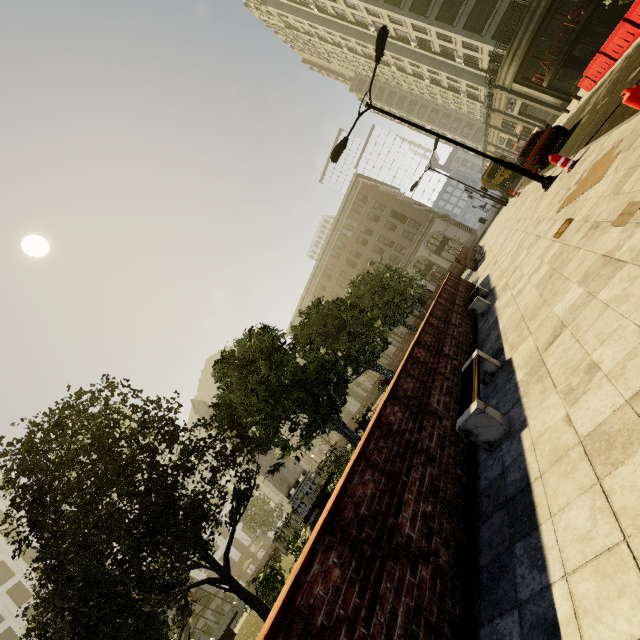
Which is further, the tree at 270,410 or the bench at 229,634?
the bench at 229,634

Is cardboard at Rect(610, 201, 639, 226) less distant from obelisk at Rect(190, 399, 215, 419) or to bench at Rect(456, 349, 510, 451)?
bench at Rect(456, 349, 510, 451)

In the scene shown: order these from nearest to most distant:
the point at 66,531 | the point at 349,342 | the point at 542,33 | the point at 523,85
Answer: the point at 66,531 → the point at 349,342 → the point at 542,33 → the point at 523,85

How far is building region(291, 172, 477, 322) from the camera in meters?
46.4 m

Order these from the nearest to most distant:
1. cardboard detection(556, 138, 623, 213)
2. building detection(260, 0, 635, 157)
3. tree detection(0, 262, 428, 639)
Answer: cardboard detection(556, 138, 623, 213) < tree detection(0, 262, 428, 639) < building detection(260, 0, 635, 157)

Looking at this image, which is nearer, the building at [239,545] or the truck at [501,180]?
the truck at [501,180]

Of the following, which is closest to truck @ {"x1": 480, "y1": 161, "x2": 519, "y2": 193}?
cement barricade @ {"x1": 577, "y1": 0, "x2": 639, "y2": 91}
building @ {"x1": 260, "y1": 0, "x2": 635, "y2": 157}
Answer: building @ {"x1": 260, "y1": 0, "x2": 635, "y2": 157}

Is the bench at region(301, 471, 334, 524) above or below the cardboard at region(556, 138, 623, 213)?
above
